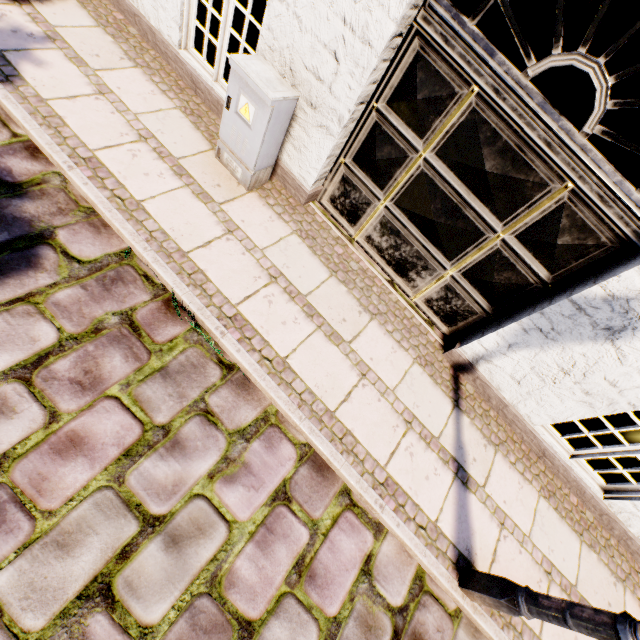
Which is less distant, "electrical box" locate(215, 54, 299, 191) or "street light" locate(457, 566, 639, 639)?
"street light" locate(457, 566, 639, 639)

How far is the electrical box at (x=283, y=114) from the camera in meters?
2.8

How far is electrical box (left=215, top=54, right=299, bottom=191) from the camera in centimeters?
278cm

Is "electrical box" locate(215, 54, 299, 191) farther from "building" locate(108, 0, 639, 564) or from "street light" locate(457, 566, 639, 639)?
"street light" locate(457, 566, 639, 639)

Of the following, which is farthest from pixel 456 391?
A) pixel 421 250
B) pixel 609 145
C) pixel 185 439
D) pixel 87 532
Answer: pixel 609 145

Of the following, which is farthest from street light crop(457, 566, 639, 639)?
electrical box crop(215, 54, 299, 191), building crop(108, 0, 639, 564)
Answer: electrical box crop(215, 54, 299, 191)

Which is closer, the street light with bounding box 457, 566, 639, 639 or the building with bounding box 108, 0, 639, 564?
the street light with bounding box 457, 566, 639, 639

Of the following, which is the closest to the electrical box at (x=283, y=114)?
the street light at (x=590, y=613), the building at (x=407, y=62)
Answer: the building at (x=407, y=62)
